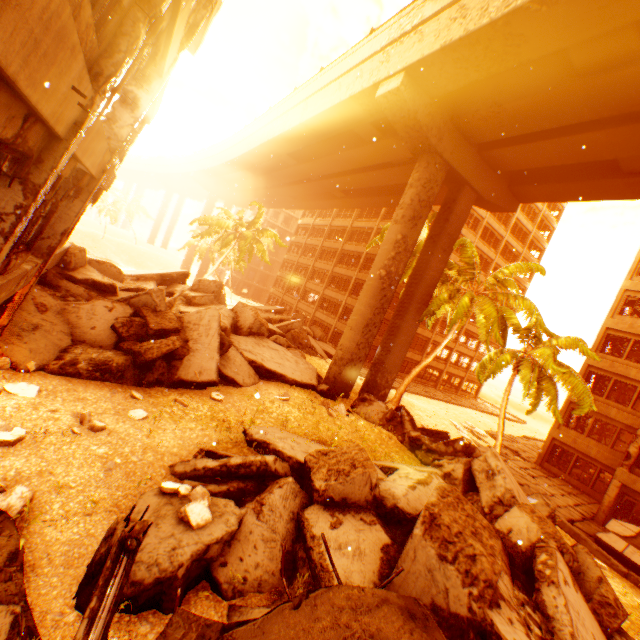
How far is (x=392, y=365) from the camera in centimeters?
1869cm

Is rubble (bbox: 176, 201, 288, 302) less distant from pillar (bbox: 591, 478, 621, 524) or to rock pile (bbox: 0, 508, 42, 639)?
rock pile (bbox: 0, 508, 42, 639)

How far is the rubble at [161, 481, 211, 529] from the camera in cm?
482

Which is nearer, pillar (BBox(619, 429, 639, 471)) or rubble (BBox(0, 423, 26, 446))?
rubble (BBox(0, 423, 26, 446))

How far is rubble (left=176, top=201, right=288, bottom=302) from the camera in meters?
30.2 m

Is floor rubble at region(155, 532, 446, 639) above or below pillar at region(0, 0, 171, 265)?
below

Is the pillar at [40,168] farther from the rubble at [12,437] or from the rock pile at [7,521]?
the rubble at [12,437]

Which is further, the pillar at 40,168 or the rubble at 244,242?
the rubble at 244,242
